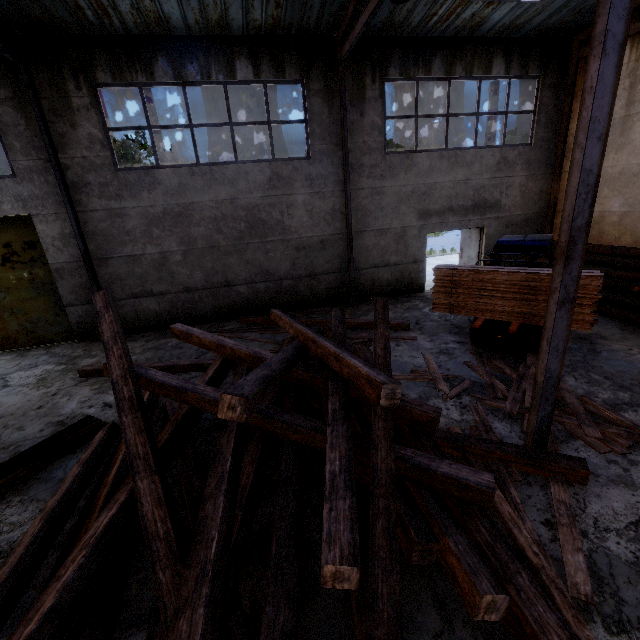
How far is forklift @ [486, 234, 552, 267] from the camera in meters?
6.6

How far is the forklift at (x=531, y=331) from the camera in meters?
6.7

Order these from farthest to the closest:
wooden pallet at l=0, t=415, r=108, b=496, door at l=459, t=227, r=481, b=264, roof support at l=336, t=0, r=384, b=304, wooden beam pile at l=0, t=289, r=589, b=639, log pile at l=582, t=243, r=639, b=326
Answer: Answer: door at l=459, t=227, r=481, b=264, log pile at l=582, t=243, r=639, b=326, roof support at l=336, t=0, r=384, b=304, wooden pallet at l=0, t=415, r=108, b=496, wooden beam pile at l=0, t=289, r=589, b=639

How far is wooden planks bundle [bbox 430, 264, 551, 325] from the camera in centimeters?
570cm

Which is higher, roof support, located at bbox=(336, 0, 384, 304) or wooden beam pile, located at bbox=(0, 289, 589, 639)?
roof support, located at bbox=(336, 0, 384, 304)

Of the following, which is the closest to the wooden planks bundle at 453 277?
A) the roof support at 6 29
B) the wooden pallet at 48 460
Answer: the wooden pallet at 48 460

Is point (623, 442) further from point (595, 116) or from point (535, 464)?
point (595, 116)

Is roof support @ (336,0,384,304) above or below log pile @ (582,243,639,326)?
above
